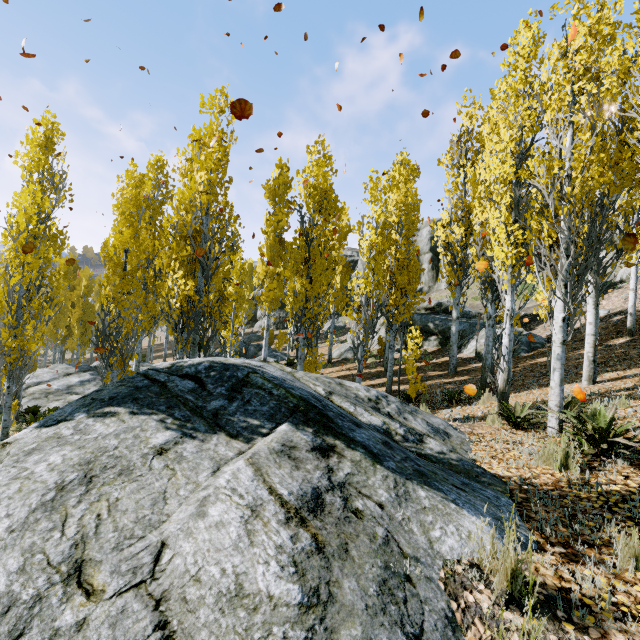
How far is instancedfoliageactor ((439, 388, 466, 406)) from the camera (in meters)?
9.07

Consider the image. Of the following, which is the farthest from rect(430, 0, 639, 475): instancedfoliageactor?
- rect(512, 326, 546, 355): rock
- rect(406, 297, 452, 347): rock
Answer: rect(406, 297, 452, 347): rock

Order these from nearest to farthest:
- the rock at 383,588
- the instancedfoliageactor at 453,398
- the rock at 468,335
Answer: the rock at 383,588 < the instancedfoliageactor at 453,398 < the rock at 468,335

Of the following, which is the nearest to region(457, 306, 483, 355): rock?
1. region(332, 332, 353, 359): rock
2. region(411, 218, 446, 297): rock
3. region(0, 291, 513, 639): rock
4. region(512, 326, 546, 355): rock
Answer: region(512, 326, 546, 355): rock

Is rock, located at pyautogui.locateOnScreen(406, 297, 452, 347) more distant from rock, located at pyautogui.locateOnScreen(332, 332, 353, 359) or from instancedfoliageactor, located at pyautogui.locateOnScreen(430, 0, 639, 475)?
instancedfoliageactor, located at pyautogui.locateOnScreen(430, 0, 639, 475)

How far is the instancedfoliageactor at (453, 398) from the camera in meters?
9.1

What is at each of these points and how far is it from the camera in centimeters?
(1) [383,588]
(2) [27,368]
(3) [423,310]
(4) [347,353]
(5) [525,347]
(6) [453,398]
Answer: (1) rock, 182cm
(2) instancedfoliageactor, 877cm
(3) rock, 2236cm
(4) rock, 2334cm
(5) rock, 1430cm
(6) instancedfoliageactor, 916cm

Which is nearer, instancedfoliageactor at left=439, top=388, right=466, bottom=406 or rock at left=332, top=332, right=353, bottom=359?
instancedfoliageactor at left=439, top=388, right=466, bottom=406
